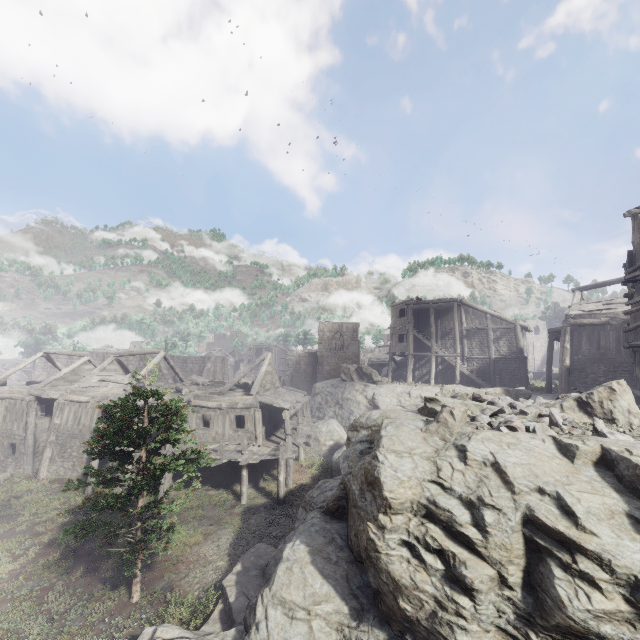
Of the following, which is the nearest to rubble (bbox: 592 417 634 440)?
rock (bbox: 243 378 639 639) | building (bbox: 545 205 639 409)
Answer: rock (bbox: 243 378 639 639)

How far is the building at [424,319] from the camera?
30.1m

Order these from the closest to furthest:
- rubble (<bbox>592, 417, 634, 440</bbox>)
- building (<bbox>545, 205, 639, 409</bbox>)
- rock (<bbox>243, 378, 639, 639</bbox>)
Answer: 1. rock (<bbox>243, 378, 639, 639</bbox>)
2. rubble (<bbox>592, 417, 634, 440</bbox>)
3. building (<bbox>545, 205, 639, 409</bbox>)

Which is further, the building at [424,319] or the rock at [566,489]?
the building at [424,319]

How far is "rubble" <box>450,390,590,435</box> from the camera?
8.2 meters

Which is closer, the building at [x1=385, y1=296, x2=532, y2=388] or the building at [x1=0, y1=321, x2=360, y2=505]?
the building at [x1=0, y1=321, x2=360, y2=505]

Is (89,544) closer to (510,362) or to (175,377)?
(510,362)

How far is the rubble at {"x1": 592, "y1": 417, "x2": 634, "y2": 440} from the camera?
7.92m
